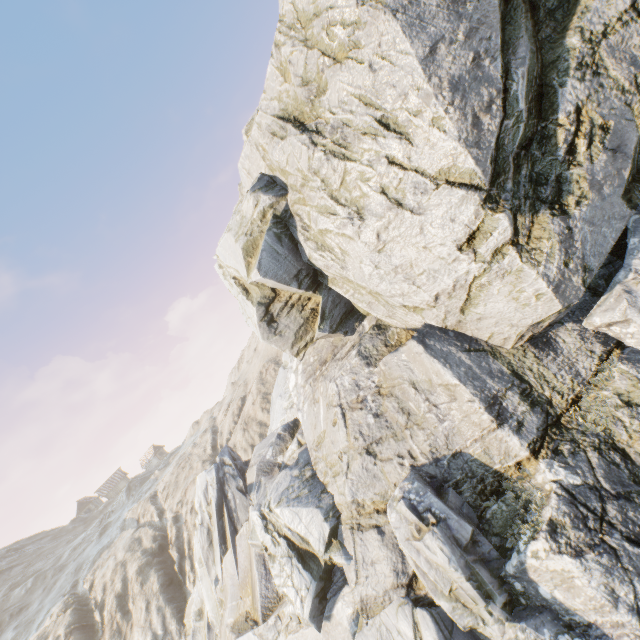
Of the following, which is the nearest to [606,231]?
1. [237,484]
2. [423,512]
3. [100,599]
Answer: [423,512]
